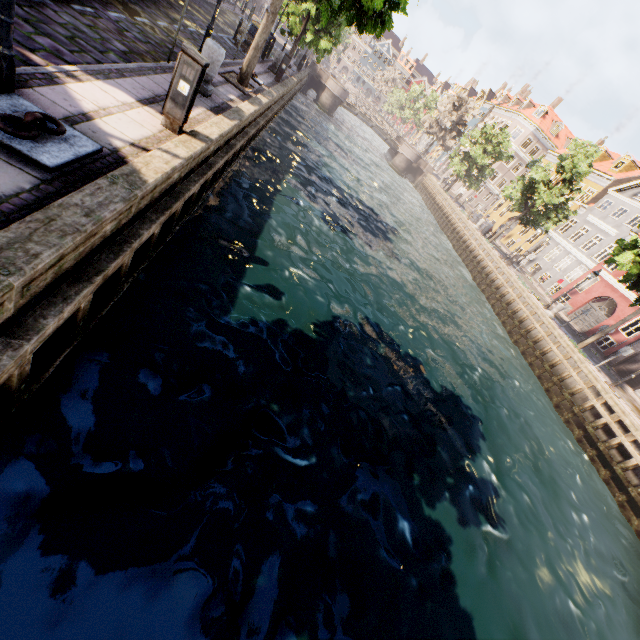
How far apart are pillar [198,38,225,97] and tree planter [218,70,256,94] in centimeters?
283cm

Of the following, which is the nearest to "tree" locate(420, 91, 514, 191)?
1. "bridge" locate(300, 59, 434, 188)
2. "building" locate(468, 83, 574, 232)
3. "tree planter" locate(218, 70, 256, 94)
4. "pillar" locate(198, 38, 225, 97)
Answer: "tree planter" locate(218, 70, 256, 94)

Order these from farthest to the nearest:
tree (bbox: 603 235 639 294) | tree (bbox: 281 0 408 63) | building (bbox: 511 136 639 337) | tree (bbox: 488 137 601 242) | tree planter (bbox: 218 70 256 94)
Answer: building (bbox: 511 136 639 337)
tree (bbox: 488 137 601 242)
tree (bbox: 603 235 639 294)
tree planter (bbox: 218 70 256 94)
tree (bbox: 281 0 408 63)

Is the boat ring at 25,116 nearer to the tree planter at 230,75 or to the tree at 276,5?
the tree at 276,5

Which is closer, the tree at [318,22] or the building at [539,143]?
the tree at [318,22]

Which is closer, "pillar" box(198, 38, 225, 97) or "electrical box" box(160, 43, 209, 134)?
"electrical box" box(160, 43, 209, 134)

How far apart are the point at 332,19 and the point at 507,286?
20.39m

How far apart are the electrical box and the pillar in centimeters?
305cm
